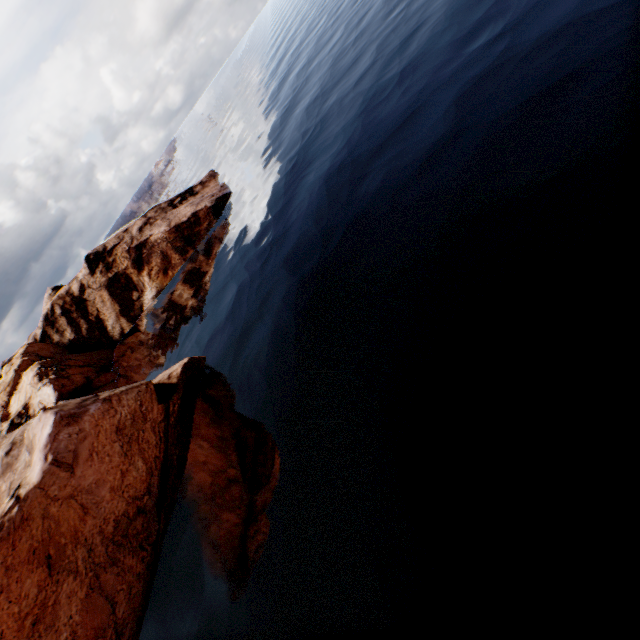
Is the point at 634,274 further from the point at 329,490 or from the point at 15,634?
the point at 15,634
